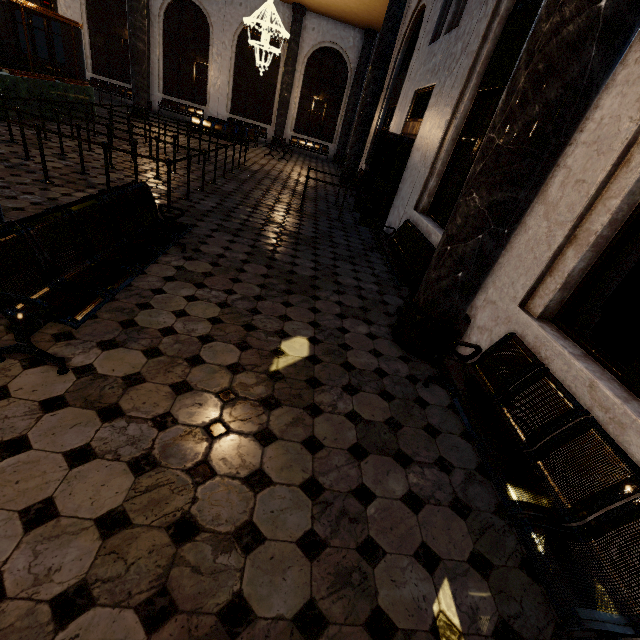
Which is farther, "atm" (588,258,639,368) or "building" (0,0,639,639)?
"atm" (588,258,639,368)

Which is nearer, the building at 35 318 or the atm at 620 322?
the building at 35 318

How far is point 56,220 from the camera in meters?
2.6 m
